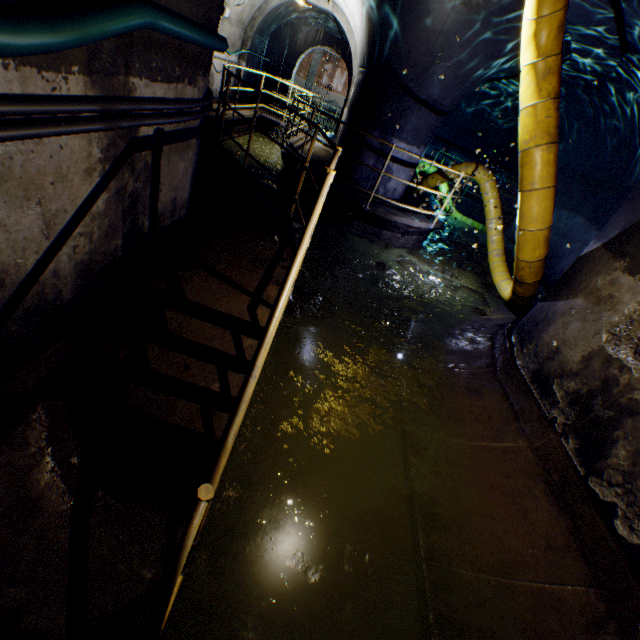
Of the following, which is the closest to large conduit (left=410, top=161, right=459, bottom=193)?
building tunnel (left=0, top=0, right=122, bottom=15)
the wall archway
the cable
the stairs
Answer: building tunnel (left=0, top=0, right=122, bottom=15)

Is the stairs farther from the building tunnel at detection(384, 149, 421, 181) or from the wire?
the wire

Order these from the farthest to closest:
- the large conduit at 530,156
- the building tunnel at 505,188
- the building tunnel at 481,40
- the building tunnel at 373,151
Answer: the building tunnel at 373,151 → the building tunnel at 505,188 → the building tunnel at 481,40 → the large conduit at 530,156

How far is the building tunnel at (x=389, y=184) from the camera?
8.0m

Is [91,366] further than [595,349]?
No

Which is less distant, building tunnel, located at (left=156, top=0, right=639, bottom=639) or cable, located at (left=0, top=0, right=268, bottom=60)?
cable, located at (left=0, top=0, right=268, bottom=60)

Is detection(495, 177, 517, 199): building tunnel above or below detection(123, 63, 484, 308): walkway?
above

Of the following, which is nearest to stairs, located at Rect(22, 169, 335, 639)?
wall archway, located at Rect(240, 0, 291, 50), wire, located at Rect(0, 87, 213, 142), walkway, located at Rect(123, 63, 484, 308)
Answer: walkway, located at Rect(123, 63, 484, 308)
